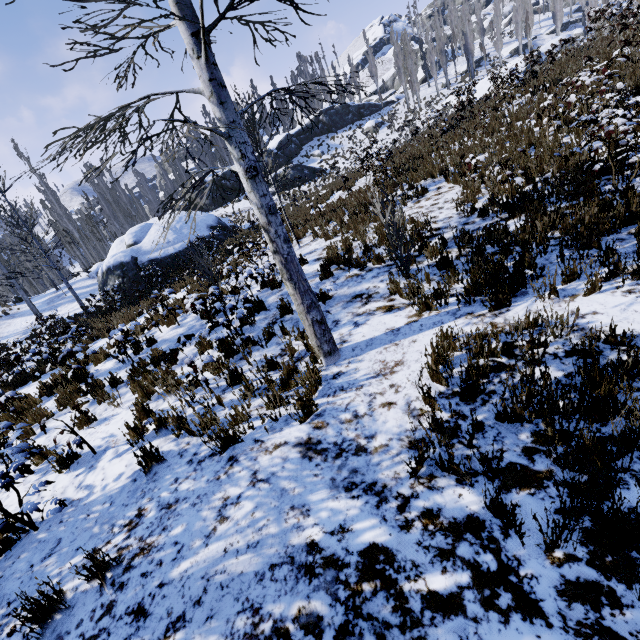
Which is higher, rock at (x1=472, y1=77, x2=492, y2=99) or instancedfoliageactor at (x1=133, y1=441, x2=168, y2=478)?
rock at (x1=472, y1=77, x2=492, y2=99)

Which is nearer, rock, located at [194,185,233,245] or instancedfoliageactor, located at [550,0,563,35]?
rock, located at [194,185,233,245]

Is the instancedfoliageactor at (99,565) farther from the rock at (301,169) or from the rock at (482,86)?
the rock at (301,169)

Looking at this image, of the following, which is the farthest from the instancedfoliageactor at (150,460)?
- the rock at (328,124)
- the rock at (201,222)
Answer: the rock at (201,222)

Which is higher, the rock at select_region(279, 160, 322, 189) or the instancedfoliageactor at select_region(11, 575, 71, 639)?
the rock at select_region(279, 160, 322, 189)

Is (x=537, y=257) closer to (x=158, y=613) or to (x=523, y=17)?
(x=158, y=613)

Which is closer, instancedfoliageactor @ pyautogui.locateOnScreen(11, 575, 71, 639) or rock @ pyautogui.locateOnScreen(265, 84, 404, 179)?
instancedfoliageactor @ pyautogui.locateOnScreen(11, 575, 71, 639)

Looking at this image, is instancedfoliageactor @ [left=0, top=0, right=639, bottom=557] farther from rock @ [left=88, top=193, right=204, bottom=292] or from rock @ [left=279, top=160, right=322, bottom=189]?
rock @ [left=88, top=193, right=204, bottom=292]
